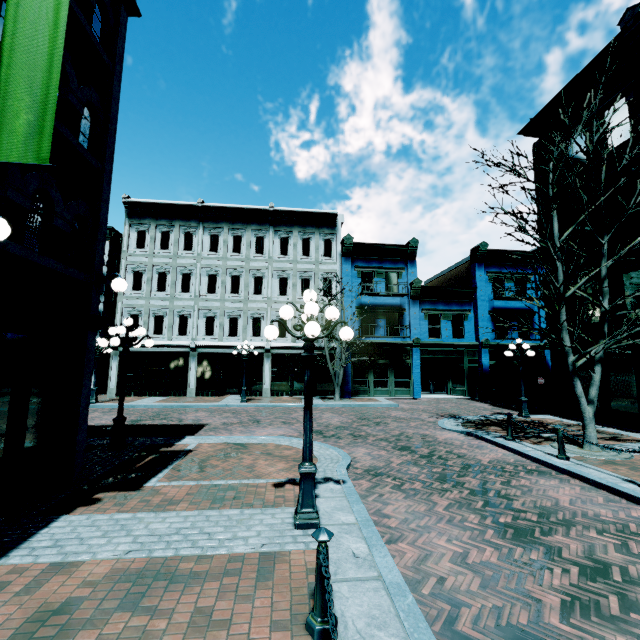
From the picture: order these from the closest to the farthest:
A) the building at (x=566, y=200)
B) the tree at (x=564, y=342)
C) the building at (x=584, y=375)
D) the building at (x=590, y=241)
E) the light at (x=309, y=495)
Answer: the light at (x=309, y=495) → the tree at (x=564, y=342) → the building at (x=590, y=241) → the building at (x=584, y=375) → the building at (x=566, y=200)

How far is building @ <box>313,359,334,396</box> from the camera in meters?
22.5 m

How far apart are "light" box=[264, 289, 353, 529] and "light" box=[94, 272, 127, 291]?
3.8m

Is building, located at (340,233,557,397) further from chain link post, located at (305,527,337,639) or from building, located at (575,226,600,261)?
chain link post, located at (305,527,337,639)

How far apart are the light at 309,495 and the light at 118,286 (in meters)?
3.75

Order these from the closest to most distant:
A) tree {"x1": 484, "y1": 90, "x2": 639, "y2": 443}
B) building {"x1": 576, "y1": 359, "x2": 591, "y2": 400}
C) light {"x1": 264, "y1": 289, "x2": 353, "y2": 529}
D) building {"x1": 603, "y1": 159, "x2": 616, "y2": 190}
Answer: light {"x1": 264, "y1": 289, "x2": 353, "y2": 529}
tree {"x1": 484, "y1": 90, "x2": 639, "y2": 443}
building {"x1": 603, "y1": 159, "x2": 616, "y2": 190}
building {"x1": 576, "y1": 359, "x2": 591, "y2": 400}

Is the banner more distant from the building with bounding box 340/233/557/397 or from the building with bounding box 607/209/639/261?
the building with bounding box 340/233/557/397

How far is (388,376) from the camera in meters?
22.7
